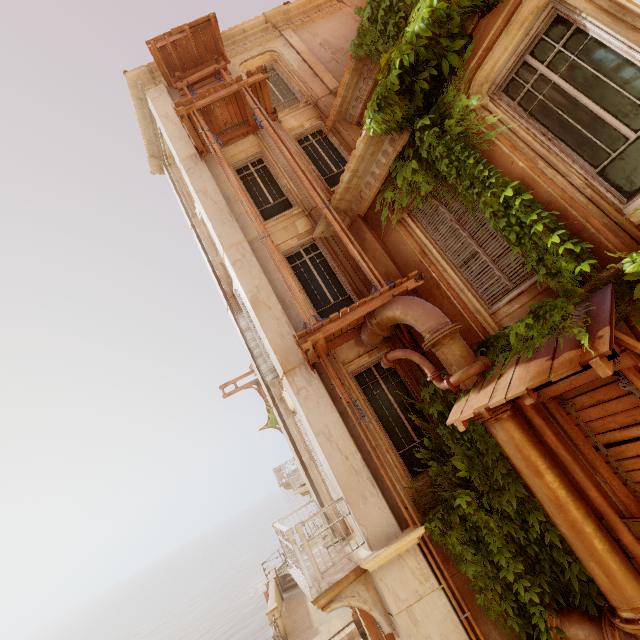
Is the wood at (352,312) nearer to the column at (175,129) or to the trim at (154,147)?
the column at (175,129)

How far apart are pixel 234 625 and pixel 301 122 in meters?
64.0

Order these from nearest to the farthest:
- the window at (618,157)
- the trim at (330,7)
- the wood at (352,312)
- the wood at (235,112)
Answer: the window at (618,157)
the wood at (352,312)
the wood at (235,112)
the trim at (330,7)

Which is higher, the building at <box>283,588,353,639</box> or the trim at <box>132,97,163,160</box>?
the trim at <box>132,97,163,160</box>

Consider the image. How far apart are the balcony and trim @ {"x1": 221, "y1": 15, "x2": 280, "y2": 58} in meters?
15.5 m

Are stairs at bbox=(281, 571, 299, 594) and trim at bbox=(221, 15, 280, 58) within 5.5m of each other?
no

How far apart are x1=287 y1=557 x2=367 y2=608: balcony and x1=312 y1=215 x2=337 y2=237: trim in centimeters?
683cm

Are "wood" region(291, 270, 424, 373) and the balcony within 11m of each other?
yes
